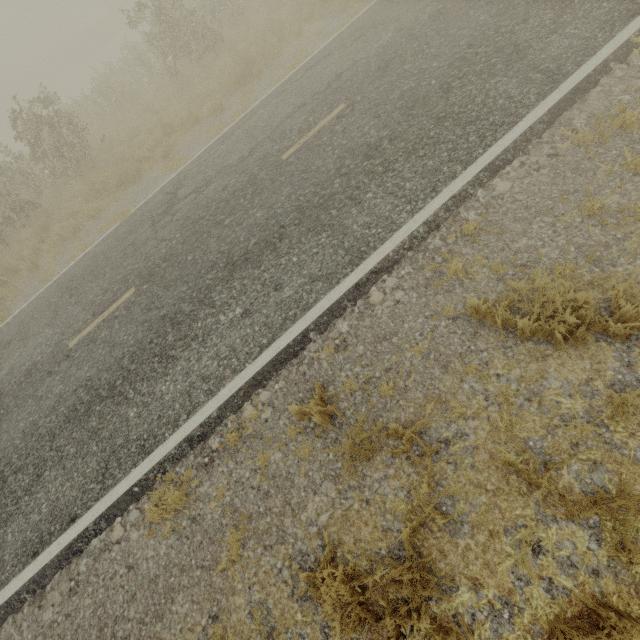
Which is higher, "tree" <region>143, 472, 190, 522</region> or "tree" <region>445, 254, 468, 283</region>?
"tree" <region>445, 254, 468, 283</region>

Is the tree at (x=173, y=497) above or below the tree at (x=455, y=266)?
below

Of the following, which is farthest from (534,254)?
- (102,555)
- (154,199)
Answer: (154,199)

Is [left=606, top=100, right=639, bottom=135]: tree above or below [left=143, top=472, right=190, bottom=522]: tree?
above

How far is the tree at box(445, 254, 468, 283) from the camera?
3.9m

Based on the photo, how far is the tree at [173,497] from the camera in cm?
396
